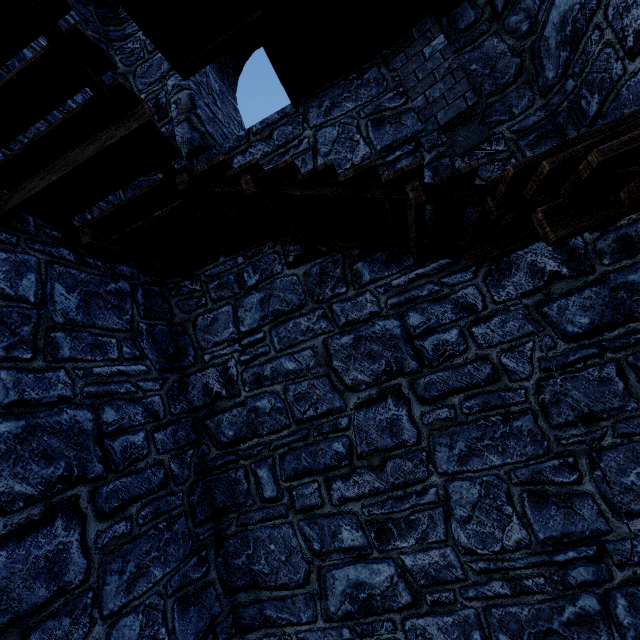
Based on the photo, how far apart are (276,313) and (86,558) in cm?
325
